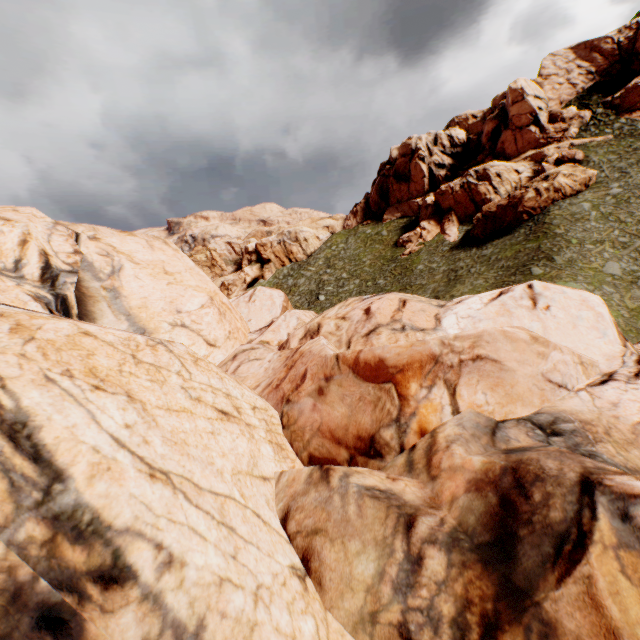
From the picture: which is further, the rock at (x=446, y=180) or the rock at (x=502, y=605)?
the rock at (x=446, y=180)

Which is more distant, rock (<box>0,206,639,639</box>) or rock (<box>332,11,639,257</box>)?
rock (<box>332,11,639,257</box>)

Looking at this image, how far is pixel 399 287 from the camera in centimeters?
3584cm

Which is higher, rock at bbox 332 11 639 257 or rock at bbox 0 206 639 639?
rock at bbox 332 11 639 257

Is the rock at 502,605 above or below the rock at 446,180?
below
